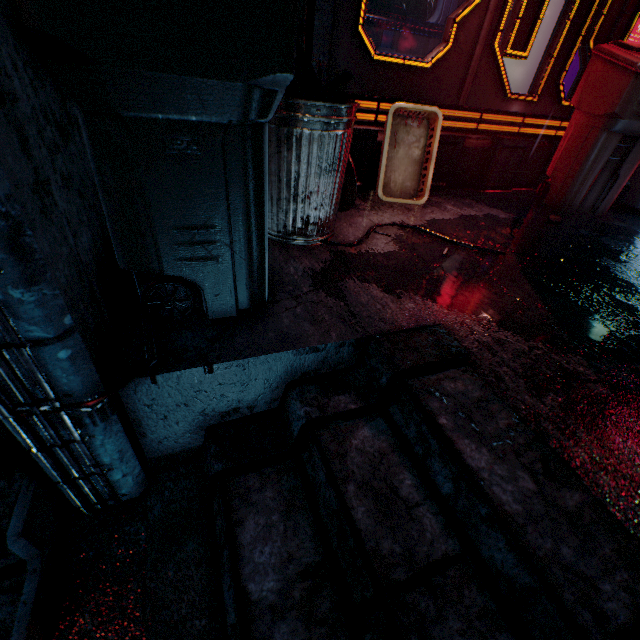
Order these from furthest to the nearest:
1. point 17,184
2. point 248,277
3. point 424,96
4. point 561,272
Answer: point 424,96 < point 561,272 < point 248,277 < point 17,184

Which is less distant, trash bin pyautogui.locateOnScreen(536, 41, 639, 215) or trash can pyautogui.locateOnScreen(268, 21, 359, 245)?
trash can pyautogui.locateOnScreen(268, 21, 359, 245)

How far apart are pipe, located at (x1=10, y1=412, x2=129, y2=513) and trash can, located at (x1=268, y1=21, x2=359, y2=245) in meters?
1.1

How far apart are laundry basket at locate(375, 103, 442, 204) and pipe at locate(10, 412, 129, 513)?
2.1m

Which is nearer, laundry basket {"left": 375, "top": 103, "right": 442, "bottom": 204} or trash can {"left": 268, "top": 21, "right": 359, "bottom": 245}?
trash can {"left": 268, "top": 21, "right": 359, "bottom": 245}

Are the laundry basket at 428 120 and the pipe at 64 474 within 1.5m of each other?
no

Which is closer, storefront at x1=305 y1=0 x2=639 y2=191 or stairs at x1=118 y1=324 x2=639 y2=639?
stairs at x1=118 y1=324 x2=639 y2=639

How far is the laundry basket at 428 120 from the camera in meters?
2.1
